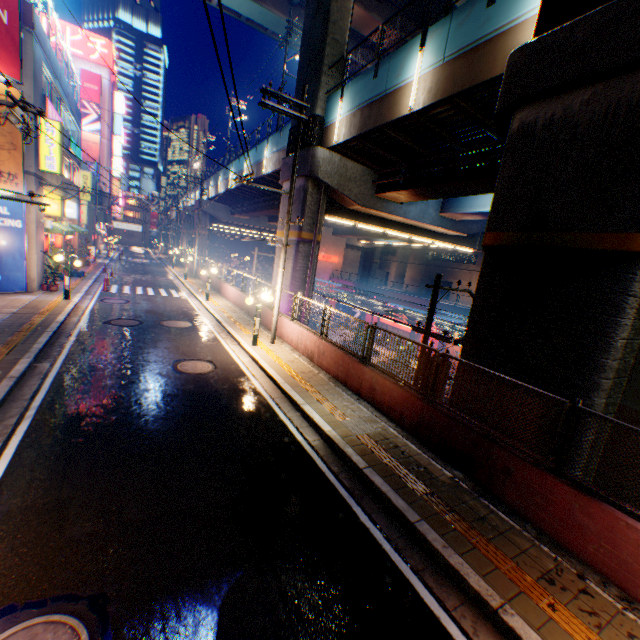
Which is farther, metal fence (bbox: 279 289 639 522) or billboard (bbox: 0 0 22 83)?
billboard (bbox: 0 0 22 83)

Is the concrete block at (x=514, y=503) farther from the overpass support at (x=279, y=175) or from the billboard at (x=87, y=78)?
the billboard at (x=87, y=78)

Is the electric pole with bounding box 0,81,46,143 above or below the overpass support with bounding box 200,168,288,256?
below

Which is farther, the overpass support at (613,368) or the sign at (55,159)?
the sign at (55,159)

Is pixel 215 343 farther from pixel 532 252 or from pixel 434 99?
pixel 434 99

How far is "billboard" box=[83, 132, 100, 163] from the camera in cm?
5216

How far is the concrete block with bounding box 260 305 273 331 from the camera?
15.6m

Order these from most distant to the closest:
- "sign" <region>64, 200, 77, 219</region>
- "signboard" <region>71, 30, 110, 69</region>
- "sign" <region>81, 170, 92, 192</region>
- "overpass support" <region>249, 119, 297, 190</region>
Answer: "signboard" <region>71, 30, 110, 69</region> → "sign" <region>81, 170, 92, 192</region> → "sign" <region>64, 200, 77, 219</region> → "overpass support" <region>249, 119, 297, 190</region>
